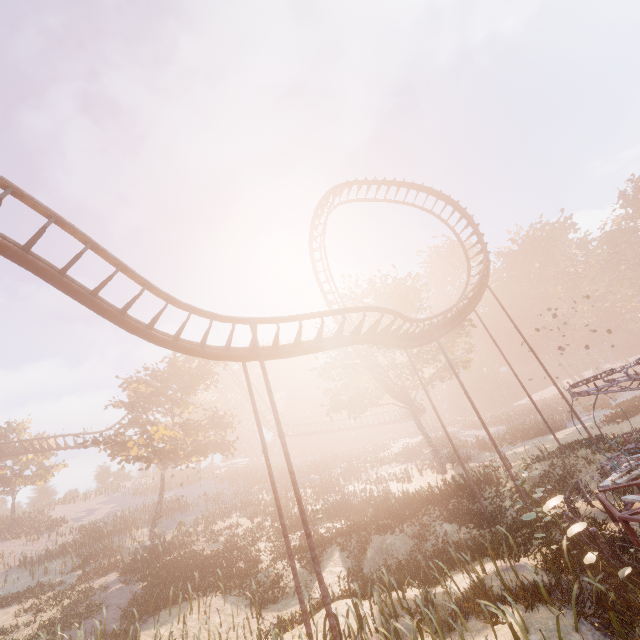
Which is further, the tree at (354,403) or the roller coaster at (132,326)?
the tree at (354,403)

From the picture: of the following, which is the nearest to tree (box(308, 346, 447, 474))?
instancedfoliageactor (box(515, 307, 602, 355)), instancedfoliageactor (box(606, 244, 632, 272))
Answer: instancedfoliageactor (box(515, 307, 602, 355))

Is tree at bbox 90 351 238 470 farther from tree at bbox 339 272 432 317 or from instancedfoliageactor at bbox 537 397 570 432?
instancedfoliageactor at bbox 537 397 570 432

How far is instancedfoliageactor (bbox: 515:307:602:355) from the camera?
55.4 meters

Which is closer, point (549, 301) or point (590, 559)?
point (590, 559)

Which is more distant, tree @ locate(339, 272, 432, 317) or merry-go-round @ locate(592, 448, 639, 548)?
tree @ locate(339, 272, 432, 317)

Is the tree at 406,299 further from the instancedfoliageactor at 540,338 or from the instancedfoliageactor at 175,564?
the instancedfoliageactor at 175,564

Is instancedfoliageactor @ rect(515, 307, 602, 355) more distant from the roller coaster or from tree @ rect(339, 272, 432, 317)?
the roller coaster
